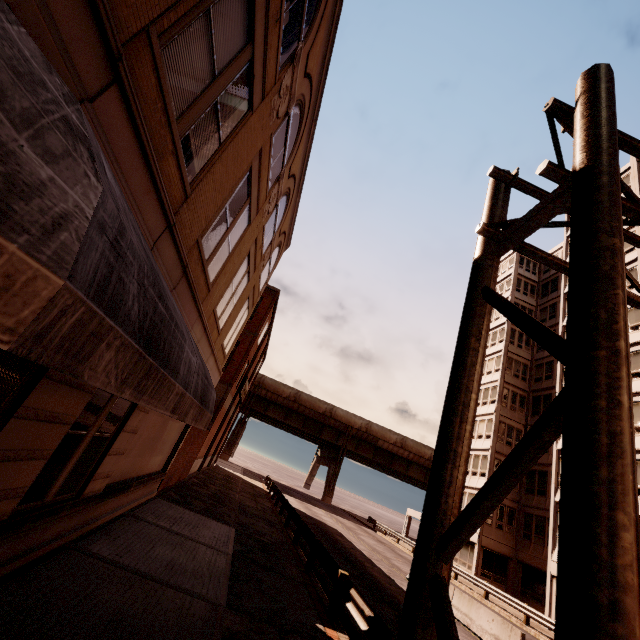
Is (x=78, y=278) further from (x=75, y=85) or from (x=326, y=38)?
(x=326, y=38)

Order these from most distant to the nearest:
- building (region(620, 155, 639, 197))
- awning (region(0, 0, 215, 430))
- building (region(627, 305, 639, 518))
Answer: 1. building (region(620, 155, 639, 197))
2. building (region(627, 305, 639, 518))
3. awning (region(0, 0, 215, 430))

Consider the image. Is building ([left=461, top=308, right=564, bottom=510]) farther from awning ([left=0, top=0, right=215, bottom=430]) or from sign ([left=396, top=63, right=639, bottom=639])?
awning ([left=0, top=0, right=215, bottom=430])

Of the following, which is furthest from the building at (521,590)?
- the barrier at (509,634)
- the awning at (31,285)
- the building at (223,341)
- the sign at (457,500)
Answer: the building at (223,341)

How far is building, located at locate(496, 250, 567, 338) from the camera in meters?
31.8

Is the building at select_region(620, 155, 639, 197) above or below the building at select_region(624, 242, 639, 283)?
above

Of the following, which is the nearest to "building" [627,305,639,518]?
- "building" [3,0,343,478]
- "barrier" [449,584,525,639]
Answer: "barrier" [449,584,525,639]

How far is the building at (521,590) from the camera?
23.00m
